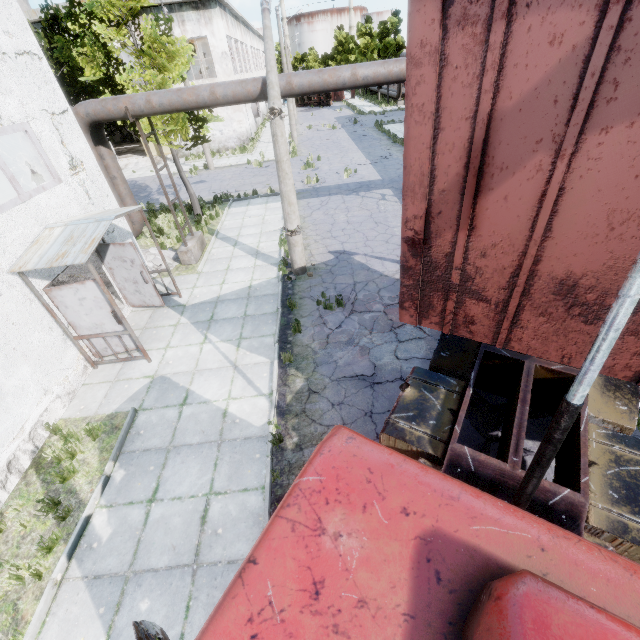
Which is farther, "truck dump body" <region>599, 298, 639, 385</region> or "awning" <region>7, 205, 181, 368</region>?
"awning" <region>7, 205, 181, 368</region>

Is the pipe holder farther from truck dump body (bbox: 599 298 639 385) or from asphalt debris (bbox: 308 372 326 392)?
truck dump body (bbox: 599 298 639 385)

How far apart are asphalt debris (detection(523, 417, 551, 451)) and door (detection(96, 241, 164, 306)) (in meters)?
8.49

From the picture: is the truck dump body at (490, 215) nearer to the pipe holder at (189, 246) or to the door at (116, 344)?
the door at (116, 344)

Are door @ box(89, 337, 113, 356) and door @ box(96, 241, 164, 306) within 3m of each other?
yes

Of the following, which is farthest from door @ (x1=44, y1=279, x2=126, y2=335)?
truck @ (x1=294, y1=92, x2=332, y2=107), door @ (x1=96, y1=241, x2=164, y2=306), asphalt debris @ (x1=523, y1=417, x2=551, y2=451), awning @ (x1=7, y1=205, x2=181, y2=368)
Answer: truck @ (x1=294, y1=92, x2=332, y2=107)

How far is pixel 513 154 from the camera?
2.09m

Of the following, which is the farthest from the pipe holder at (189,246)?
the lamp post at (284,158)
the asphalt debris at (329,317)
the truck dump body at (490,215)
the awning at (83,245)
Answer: the truck dump body at (490,215)
